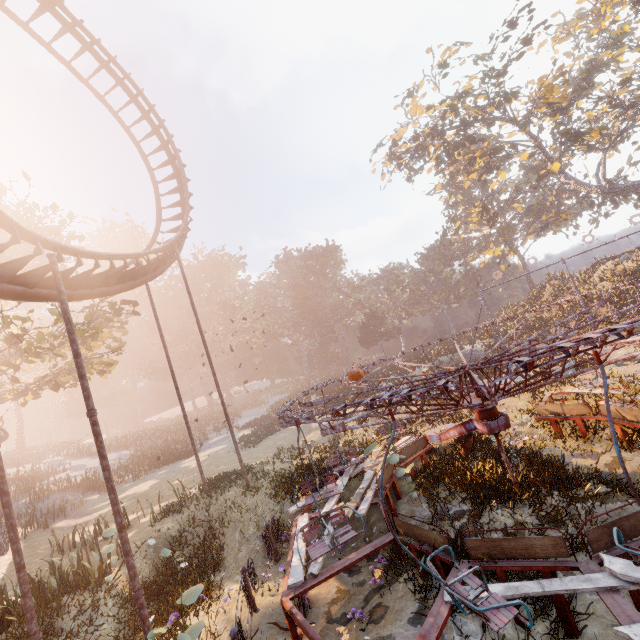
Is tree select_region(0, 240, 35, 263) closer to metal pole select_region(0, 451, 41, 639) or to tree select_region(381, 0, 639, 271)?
metal pole select_region(0, 451, 41, 639)

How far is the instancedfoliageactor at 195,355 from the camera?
55.2 meters

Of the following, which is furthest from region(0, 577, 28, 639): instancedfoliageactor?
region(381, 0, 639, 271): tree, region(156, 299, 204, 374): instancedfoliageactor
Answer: region(381, 0, 639, 271): tree

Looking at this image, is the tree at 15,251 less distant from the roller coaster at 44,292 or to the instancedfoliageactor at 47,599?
the roller coaster at 44,292

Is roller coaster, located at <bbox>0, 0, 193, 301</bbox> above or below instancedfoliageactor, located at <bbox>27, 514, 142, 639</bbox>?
above

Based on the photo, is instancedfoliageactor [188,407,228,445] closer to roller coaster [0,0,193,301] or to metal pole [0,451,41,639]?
roller coaster [0,0,193,301]

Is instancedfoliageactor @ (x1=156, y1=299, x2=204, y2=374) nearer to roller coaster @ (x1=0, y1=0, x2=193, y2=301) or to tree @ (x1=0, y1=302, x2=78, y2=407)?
tree @ (x1=0, y1=302, x2=78, y2=407)

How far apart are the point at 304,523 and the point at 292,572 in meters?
2.0
